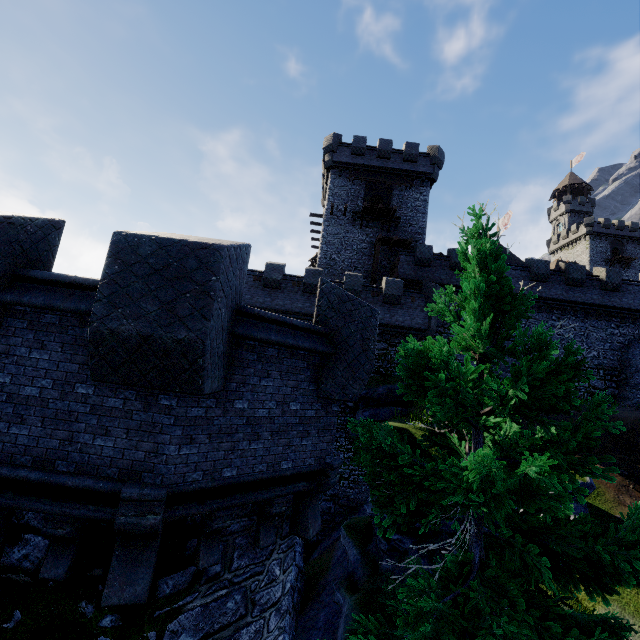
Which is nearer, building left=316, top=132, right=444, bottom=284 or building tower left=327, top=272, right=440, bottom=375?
building tower left=327, top=272, right=440, bottom=375

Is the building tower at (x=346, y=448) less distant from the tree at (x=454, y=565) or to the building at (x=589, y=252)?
the tree at (x=454, y=565)

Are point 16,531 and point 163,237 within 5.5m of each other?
yes

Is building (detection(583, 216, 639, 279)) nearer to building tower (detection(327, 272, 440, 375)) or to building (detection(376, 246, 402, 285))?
building (detection(376, 246, 402, 285))

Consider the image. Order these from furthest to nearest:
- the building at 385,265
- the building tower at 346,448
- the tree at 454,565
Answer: the building at 385,265 → the building tower at 346,448 → the tree at 454,565

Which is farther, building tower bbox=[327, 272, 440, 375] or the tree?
building tower bbox=[327, 272, 440, 375]

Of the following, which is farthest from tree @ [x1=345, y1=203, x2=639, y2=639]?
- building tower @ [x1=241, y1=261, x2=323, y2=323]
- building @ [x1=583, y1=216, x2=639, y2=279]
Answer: building @ [x1=583, y1=216, x2=639, y2=279]

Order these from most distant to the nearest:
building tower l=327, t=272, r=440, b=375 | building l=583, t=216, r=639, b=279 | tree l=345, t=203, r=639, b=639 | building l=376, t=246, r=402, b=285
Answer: building l=583, t=216, r=639, b=279 → building l=376, t=246, r=402, b=285 → building tower l=327, t=272, r=440, b=375 → tree l=345, t=203, r=639, b=639
